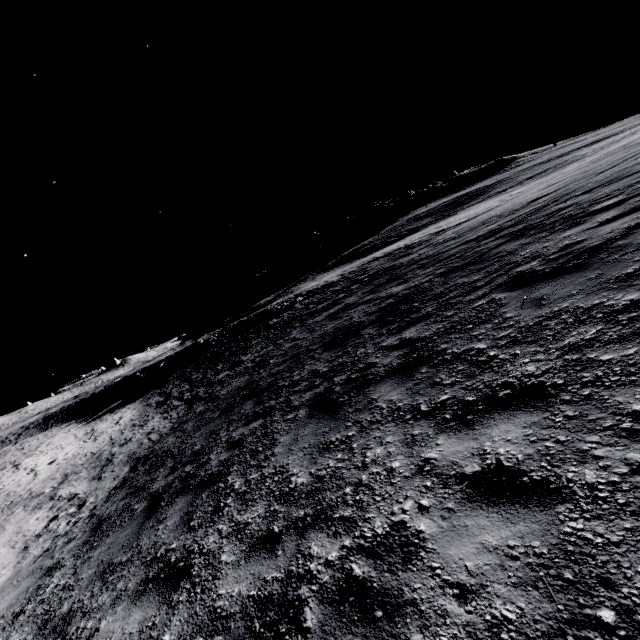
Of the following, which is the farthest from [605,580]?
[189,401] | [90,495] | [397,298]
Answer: [189,401]
